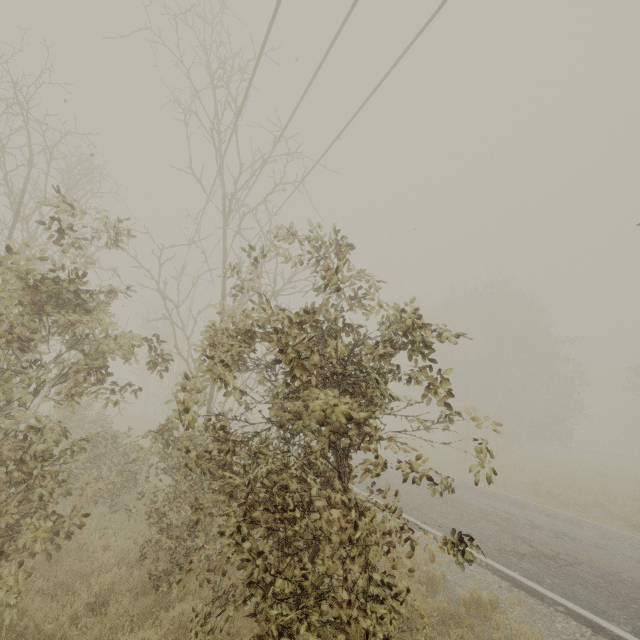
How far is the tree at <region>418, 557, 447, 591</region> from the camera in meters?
6.4

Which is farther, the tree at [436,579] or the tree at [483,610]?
the tree at [436,579]

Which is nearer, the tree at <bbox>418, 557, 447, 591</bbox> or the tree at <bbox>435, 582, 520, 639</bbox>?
the tree at <bbox>435, 582, 520, 639</bbox>

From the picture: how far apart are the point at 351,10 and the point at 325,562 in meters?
8.8

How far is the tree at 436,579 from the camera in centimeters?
641cm
